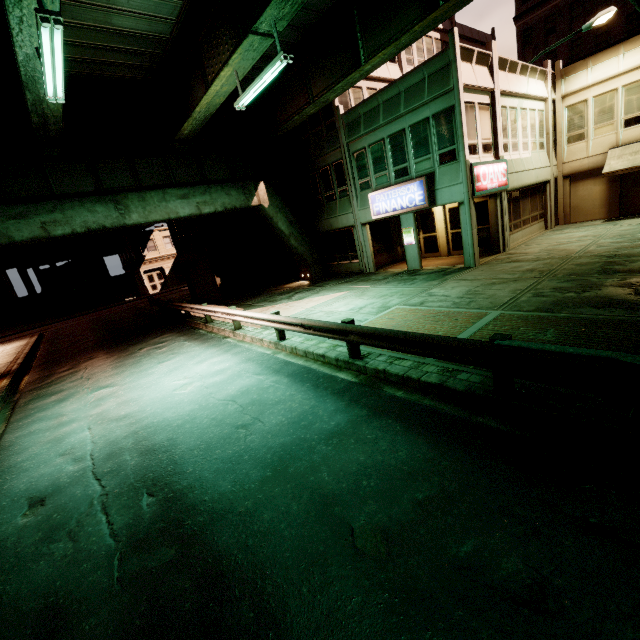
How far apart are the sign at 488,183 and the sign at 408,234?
3.3m

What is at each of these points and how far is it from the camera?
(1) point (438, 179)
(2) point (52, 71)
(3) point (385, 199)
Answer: (1) building, 15.02m
(2) fluorescent light, 7.61m
(3) sign, 16.91m

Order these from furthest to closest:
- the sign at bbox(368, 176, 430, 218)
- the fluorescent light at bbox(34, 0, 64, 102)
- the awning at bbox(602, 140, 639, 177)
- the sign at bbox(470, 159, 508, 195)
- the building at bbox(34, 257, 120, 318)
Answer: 1. the building at bbox(34, 257, 120, 318)
2. the awning at bbox(602, 140, 639, 177)
3. the sign at bbox(368, 176, 430, 218)
4. the sign at bbox(470, 159, 508, 195)
5. the fluorescent light at bbox(34, 0, 64, 102)

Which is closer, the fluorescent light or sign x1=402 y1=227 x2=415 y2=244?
the fluorescent light

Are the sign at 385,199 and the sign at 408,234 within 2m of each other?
yes

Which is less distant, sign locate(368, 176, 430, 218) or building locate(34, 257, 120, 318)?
sign locate(368, 176, 430, 218)

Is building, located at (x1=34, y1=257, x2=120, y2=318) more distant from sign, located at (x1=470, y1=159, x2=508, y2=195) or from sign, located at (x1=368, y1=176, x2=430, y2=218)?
sign, located at (x1=470, y1=159, x2=508, y2=195)

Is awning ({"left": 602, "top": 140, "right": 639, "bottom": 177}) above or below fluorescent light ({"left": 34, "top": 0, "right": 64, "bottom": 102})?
below
